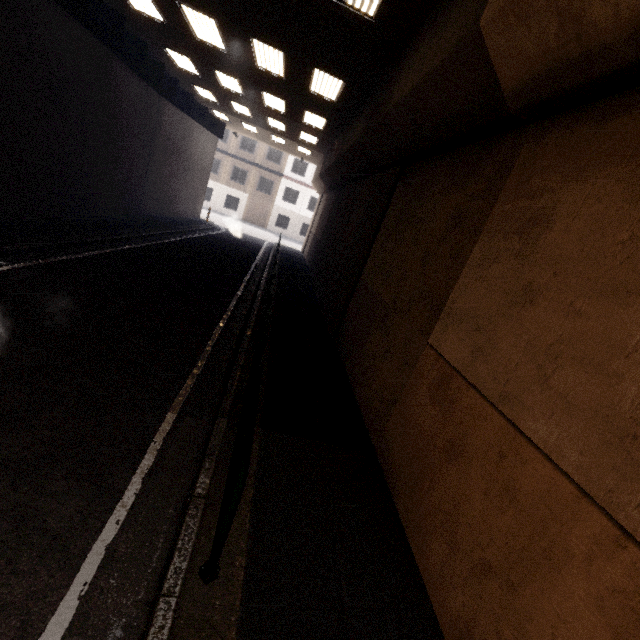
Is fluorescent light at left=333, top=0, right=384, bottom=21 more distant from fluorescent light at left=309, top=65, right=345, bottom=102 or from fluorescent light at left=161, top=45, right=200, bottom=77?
fluorescent light at left=161, top=45, right=200, bottom=77

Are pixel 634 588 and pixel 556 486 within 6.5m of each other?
yes

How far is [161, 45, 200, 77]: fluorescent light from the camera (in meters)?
12.23

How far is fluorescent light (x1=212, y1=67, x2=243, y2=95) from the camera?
12.61m

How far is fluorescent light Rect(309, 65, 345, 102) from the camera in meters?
9.3

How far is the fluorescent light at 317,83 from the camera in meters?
9.3 m

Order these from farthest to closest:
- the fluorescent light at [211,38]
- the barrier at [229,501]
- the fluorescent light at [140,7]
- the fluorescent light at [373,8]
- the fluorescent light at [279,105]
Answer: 1. the fluorescent light at [279,105]
2. the fluorescent light at [140,7]
3. the fluorescent light at [211,38]
4. the fluorescent light at [373,8]
5. the barrier at [229,501]

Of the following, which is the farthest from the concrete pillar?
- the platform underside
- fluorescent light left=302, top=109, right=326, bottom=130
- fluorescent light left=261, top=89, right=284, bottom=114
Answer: the platform underside
